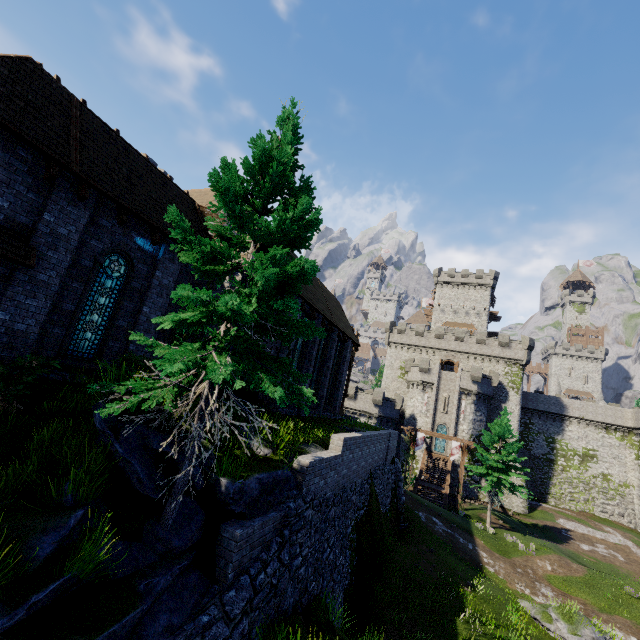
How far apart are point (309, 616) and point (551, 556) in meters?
27.9 m

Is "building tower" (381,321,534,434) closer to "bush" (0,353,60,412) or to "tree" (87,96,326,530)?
"tree" (87,96,326,530)

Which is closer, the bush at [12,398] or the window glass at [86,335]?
the bush at [12,398]

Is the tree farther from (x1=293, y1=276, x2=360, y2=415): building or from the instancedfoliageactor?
the instancedfoliageactor

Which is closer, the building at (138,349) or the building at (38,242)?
the building at (38,242)

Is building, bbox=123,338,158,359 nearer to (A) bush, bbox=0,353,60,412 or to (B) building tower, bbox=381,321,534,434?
(A) bush, bbox=0,353,60,412

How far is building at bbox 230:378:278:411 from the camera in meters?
13.4 m
